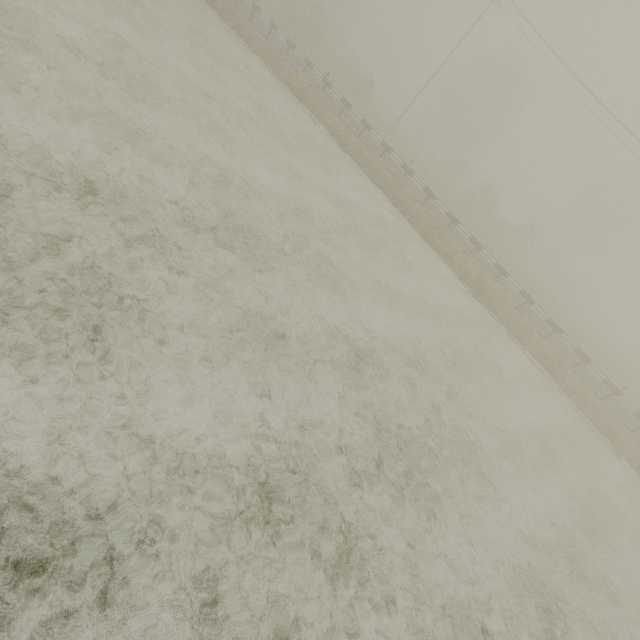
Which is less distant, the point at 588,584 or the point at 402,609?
the point at 402,609
